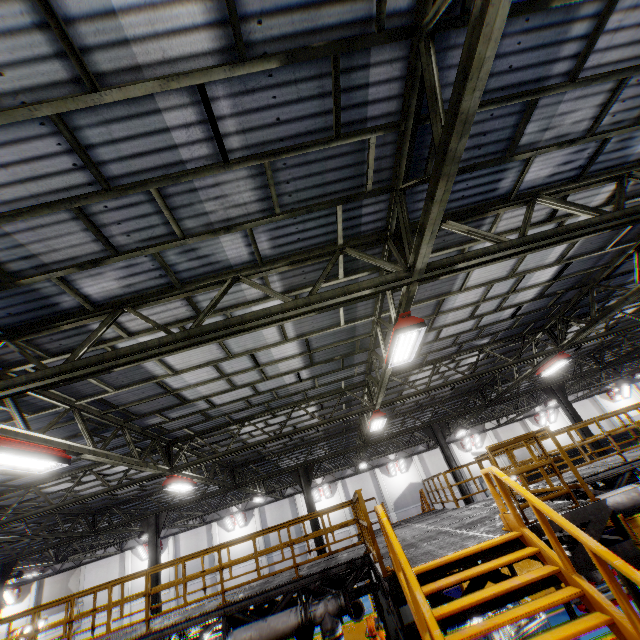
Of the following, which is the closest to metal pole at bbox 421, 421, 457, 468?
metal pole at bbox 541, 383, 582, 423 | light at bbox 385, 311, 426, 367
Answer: metal pole at bbox 541, 383, 582, 423

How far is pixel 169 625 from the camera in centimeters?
816cm

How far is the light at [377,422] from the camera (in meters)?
11.65

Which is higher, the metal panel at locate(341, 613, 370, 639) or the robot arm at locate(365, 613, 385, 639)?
the robot arm at locate(365, 613, 385, 639)

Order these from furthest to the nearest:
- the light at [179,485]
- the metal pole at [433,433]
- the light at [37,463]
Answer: the metal pole at [433,433] < the light at [179,485] < the light at [37,463]

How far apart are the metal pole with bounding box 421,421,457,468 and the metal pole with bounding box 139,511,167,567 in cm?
1456

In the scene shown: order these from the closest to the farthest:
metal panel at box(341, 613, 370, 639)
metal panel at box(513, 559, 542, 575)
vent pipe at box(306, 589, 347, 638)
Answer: vent pipe at box(306, 589, 347, 638), metal panel at box(341, 613, 370, 639), metal panel at box(513, 559, 542, 575)

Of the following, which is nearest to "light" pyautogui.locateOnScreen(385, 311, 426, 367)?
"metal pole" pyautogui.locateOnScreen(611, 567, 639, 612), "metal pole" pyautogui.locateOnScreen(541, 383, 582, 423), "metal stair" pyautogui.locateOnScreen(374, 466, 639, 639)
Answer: "metal stair" pyautogui.locateOnScreen(374, 466, 639, 639)
